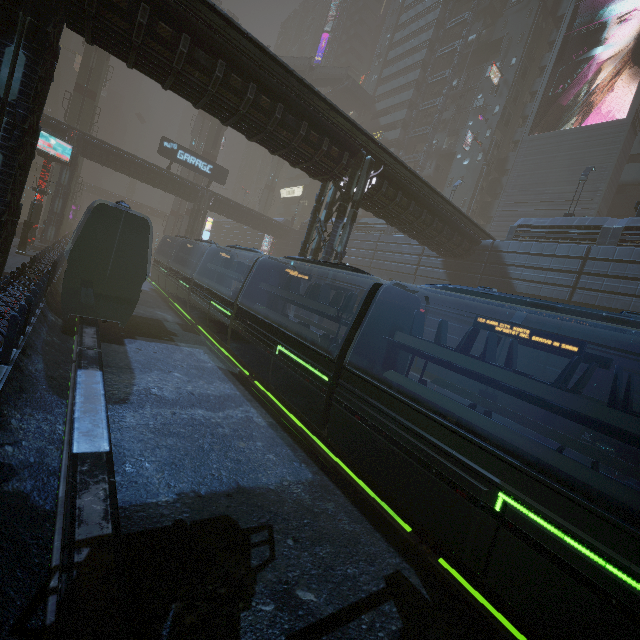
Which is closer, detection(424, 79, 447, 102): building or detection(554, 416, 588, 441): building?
detection(554, 416, 588, 441): building

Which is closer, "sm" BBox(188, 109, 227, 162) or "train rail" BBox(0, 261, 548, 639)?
"train rail" BBox(0, 261, 548, 639)

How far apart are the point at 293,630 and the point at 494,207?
45.1m

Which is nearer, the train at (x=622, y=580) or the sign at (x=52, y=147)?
the train at (x=622, y=580)

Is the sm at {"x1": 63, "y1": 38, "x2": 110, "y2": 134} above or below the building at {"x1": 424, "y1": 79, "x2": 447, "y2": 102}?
below

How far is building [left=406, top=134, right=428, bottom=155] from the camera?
48.5 meters

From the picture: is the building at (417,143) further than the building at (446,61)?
Yes

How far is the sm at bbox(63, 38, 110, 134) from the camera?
38.8 meters
